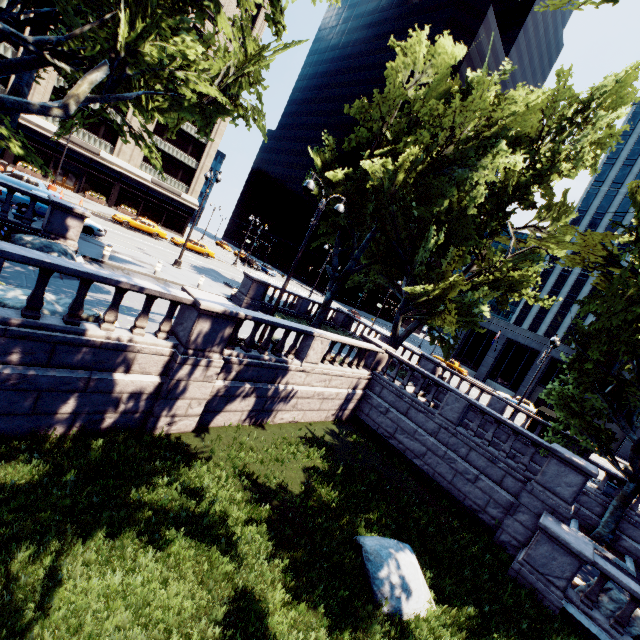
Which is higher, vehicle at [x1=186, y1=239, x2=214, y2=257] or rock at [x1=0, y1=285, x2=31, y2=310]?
vehicle at [x1=186, y1=239, x2=214, y2=257]

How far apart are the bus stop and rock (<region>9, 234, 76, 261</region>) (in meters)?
28.66

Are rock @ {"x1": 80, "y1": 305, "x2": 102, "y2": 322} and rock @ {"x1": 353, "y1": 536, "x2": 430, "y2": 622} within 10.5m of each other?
yes

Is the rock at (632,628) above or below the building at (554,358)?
below

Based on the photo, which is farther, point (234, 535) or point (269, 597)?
point (234, 535)

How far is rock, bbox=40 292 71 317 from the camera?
7.9m

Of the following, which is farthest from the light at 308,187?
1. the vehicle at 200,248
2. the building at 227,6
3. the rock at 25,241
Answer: the building at 227,6

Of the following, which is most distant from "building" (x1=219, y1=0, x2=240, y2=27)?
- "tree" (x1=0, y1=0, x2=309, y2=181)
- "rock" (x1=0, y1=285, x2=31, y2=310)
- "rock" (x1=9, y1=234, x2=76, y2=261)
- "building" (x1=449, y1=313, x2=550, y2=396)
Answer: "building" (x1=449, y1=313, x2=550, y2=396)
